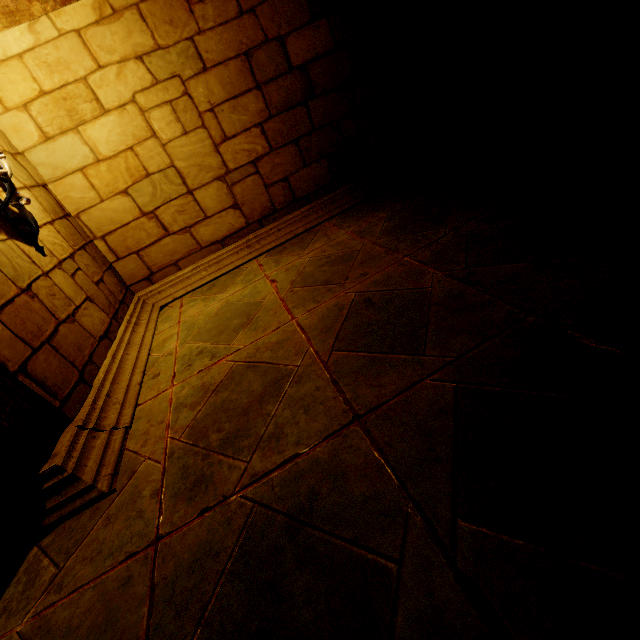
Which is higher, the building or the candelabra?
the candelabra

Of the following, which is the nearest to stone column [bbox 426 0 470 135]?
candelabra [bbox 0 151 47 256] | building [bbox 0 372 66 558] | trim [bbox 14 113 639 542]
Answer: trim [bbox 14 113 639 542]

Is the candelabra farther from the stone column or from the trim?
the stone column

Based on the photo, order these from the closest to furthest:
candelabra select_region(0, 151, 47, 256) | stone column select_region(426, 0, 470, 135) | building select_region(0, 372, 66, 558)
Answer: building select_region(0, 372, 66, 558), candelabra select_region(0, 151, 47, 256), stone column select_region(426, 0, 470, 135)

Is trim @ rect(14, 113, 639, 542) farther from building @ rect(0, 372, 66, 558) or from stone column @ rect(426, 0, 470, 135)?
stone column @ rect(426, 0, 470, 135)

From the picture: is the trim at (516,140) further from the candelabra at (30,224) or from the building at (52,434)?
the candelabra at (30,224)

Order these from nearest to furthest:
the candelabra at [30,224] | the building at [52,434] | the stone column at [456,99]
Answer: the building at [52,434] < the candelabra at [30,224] < the stone column at [456,99]

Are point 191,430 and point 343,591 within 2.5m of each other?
yes
